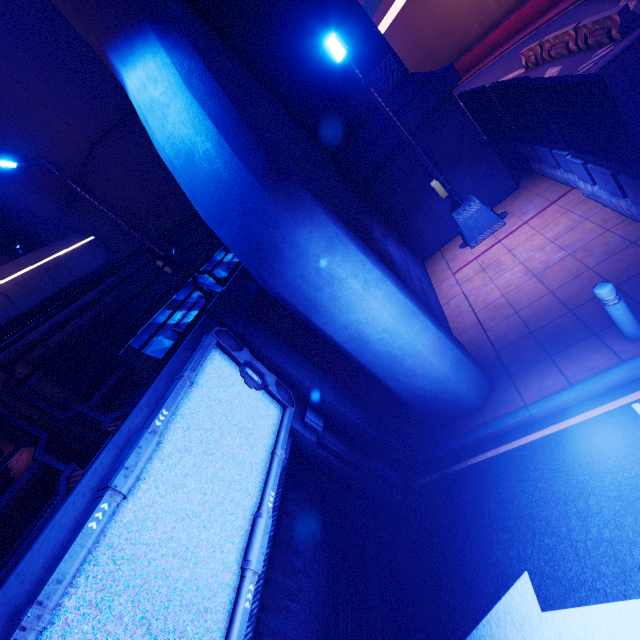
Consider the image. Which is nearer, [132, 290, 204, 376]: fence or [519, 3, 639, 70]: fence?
[132, 290, 204, 376]: fence

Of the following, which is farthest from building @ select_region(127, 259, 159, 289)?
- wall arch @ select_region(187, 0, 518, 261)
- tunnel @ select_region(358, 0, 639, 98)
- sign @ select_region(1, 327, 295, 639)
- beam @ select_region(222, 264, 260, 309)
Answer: sign @ select_region(1, 327, 295, 639)

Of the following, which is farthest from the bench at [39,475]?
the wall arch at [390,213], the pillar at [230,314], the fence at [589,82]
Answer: the fence at [589,82]

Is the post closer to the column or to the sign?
the column

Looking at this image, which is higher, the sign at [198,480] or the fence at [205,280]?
the fence at [205,280]

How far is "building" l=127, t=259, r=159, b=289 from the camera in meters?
10.9

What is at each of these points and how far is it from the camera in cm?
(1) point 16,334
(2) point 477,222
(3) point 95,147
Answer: (1) railing, 292
(2) street light, 895
(3) building, 898

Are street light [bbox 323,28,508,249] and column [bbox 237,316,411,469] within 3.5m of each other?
no
